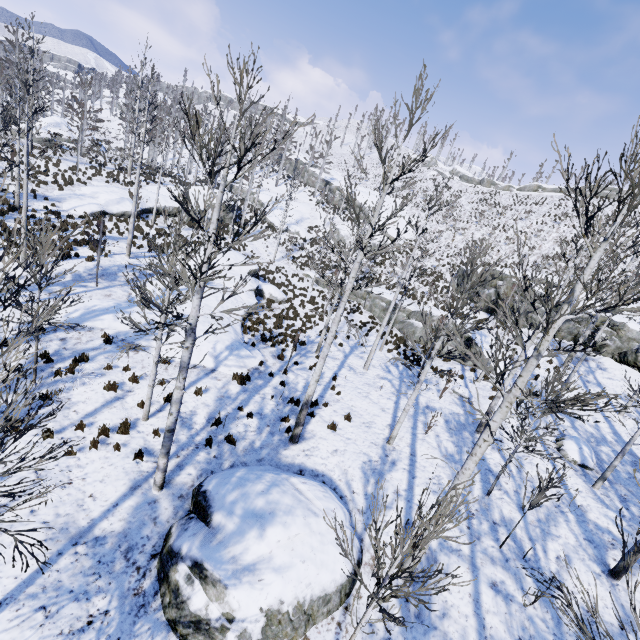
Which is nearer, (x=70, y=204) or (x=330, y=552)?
(x=330, y=552)

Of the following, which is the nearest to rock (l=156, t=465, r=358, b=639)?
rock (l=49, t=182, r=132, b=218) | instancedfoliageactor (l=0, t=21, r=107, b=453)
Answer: instancedfoliageactor (l=0, t=21, r=107, b=453)

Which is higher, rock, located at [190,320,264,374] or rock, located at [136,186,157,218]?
rock, located at [136,186,157,218]

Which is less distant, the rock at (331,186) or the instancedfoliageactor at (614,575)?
the instancedfoliageactor at (614,575)

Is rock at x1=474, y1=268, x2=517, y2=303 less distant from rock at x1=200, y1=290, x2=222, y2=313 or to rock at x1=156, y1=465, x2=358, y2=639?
rock at x1=200, y1=290, x2=222, y2=313

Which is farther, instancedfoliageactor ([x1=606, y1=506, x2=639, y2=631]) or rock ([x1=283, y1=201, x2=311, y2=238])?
rock ([x1=283, y1=201, x2=311, y2=238])

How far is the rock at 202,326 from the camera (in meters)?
14.49

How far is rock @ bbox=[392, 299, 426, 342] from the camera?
23.00m
